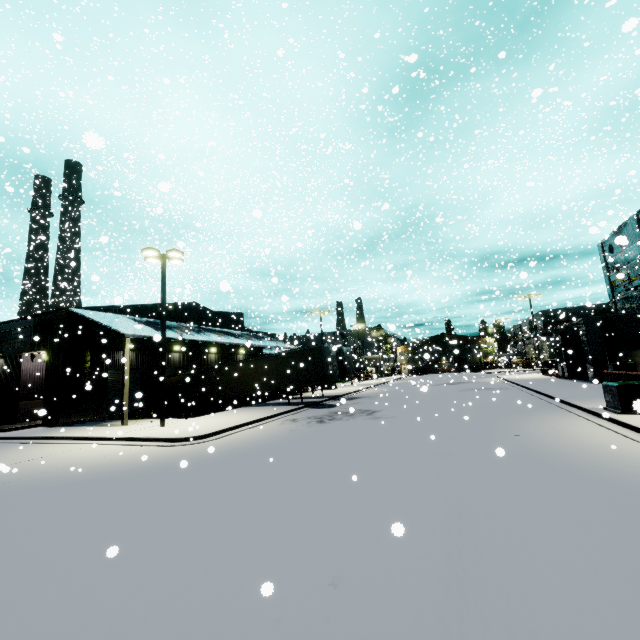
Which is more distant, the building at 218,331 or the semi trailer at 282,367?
the building at 218,331

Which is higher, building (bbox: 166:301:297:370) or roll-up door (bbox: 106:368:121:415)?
building (bbox: 166:301:297:370)

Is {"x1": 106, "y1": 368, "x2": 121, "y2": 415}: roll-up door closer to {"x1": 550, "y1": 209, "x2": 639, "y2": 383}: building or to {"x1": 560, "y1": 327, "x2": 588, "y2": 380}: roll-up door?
{"x1": 550, "y1": 209, "x2": 639, "y2": 383}: building

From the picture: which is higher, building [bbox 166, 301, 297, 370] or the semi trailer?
building [bbox 166, 301, 297, 370]

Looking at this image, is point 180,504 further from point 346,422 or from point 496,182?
point 496,182

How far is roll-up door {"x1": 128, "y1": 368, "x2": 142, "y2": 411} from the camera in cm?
2560

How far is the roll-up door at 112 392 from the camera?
24.1m

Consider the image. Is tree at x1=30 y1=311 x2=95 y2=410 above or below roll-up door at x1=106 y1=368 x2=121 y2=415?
above
